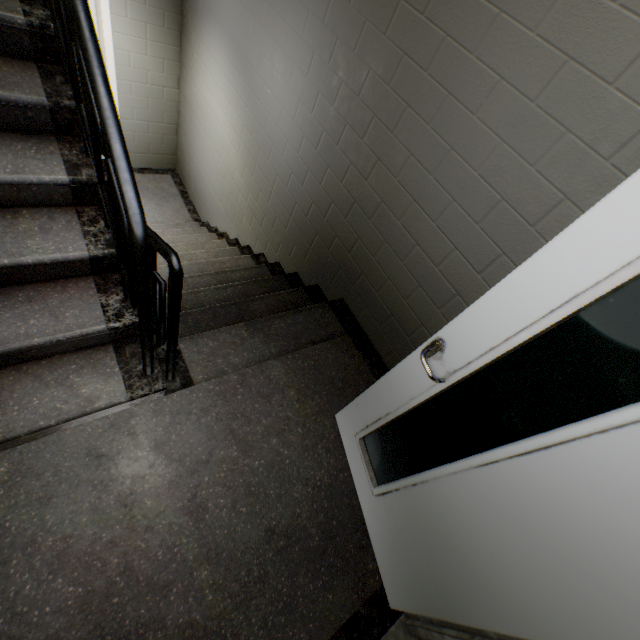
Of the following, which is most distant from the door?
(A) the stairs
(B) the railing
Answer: (B) the railing

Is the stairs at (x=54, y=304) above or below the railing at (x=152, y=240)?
below

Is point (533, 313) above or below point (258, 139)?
above

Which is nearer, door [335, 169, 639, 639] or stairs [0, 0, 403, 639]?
door [335, 169, 639, 639]

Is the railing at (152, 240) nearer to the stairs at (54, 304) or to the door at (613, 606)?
the stairs at (54, 304)

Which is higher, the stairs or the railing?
the railing

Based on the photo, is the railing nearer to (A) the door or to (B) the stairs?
(B) the stairs
